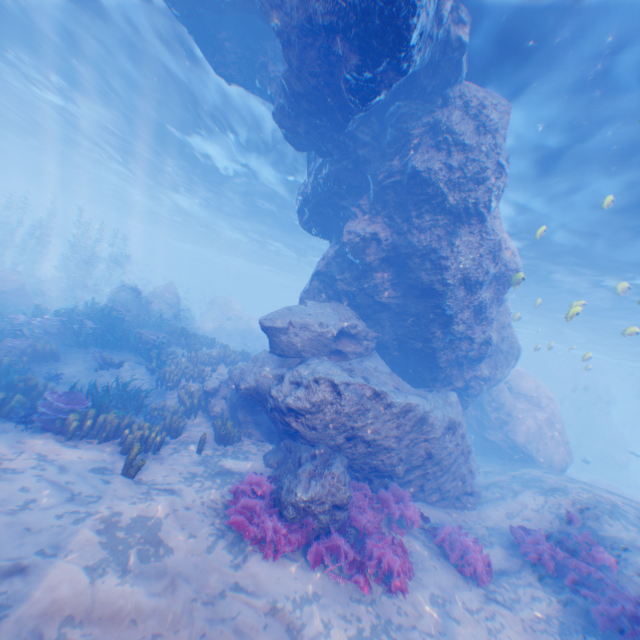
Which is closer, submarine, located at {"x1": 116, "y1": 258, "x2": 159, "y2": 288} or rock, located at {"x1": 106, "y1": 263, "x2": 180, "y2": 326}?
rock, located at {"x1": 106, "y1": 263, "x2": 180, "y2": 326}

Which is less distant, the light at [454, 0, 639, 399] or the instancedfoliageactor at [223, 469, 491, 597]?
the instancedfoliageactor at [223, 469, 491, 597]

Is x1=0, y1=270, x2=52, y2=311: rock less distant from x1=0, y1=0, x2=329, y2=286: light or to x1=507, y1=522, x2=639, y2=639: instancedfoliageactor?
x1=0, y1=0, x2=329, y2=286: light

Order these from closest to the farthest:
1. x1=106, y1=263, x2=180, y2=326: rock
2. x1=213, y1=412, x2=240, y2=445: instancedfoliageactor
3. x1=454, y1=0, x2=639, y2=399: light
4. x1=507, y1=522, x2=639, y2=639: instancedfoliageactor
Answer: x1=507, y1=522, x2=639, y2=639: instancedfoliageactor < x1=454, y1=0, x2=639, y2=399: light < x1=213, y1=412, x2=240, y2=445: instancedfoliageactor < x1=106, y1=263, x2=180, y2=326: rock

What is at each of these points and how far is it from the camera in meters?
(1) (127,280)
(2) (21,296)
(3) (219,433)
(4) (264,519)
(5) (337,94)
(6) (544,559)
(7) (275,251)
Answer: (1) rock, 49.9
(2) rock, 17.8
(3) instancedfoliageactor, 9.8
(4) instancedfoliageactor, 6.5
(5) rock, 8.0
(6) instancedfoliageactor, 8.3
(7) light, 39.3

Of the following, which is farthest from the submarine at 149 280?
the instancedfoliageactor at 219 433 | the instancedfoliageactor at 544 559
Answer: the instancedfoliageactor at 544 559

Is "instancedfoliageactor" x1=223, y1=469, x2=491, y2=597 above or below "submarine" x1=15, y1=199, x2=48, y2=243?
below

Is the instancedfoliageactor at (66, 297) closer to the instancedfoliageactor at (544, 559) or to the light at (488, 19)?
the light at (488, 19)
